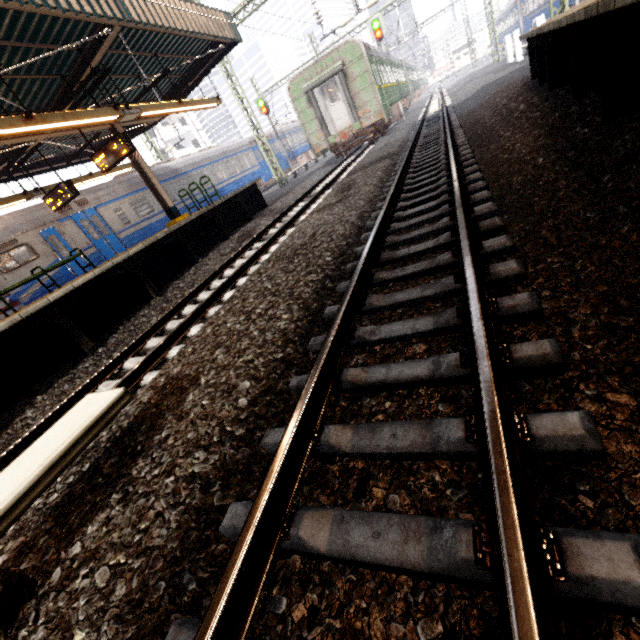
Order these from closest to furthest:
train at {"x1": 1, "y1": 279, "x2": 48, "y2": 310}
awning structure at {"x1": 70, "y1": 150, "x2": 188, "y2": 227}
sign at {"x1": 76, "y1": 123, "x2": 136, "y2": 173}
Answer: sign at {"x1": 76, "y1": 123, "x2": 136, "y2": 173} → train at {"x1": 1, "y1": 279, "x2": 48, "y2": 310} → awning structure at {"x1": 70, "y1": 150, "x2": 188, "y2": 227}

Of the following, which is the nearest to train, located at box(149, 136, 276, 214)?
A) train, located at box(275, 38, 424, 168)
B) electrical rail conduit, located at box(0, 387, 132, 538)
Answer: train, located at box(275, 38, 424, 168)

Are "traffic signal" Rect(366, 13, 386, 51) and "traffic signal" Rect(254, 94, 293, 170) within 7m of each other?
no

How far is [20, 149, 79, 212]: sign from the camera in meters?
10.3 m

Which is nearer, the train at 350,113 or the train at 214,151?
the train at 350,113

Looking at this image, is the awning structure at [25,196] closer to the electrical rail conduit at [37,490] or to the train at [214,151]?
the train at [214,151]

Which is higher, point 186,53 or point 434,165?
point 186,53

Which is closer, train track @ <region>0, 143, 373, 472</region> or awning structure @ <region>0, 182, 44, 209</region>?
train track @ <region>0, 143, 373, 472</region>
